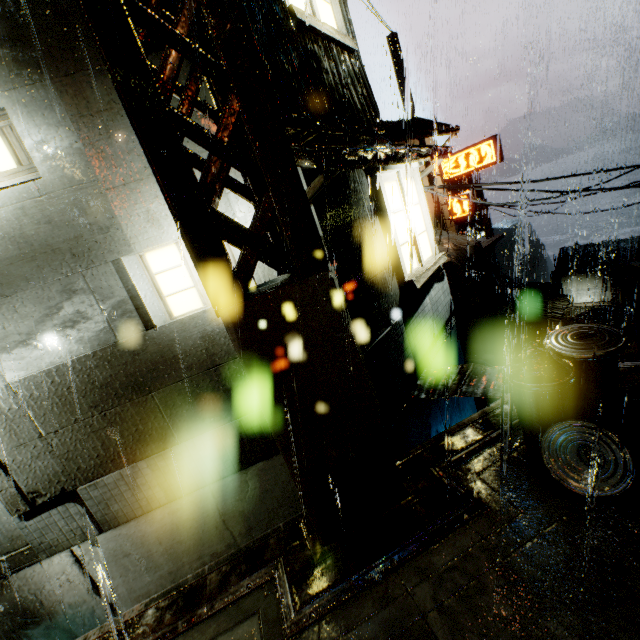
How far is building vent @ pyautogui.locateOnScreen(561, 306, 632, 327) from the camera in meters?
22.1

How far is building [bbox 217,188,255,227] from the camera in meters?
4.6

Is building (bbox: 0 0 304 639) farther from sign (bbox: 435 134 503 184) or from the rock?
the rock

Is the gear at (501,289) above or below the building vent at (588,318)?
below

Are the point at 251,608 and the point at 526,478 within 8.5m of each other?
yes

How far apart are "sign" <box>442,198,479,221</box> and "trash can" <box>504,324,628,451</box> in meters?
19.9

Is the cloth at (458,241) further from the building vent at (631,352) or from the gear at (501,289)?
the gear at (501,289)

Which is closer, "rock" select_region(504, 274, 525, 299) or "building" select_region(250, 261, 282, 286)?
"building" select_region(250, 261, 282, 286)
